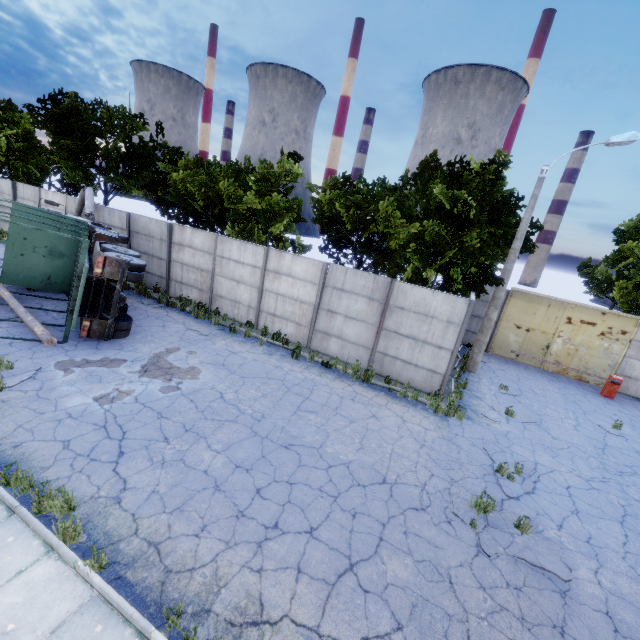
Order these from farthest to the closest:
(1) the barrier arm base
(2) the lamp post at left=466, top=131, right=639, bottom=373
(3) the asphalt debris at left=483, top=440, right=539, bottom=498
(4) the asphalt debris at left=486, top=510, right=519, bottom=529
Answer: (1) the barrier arm base → (2) the lamp post at left=466, top=131, right=639, bottom=373 → (3) the asphalt debris at left=483, top=440, right=539, bottom=498 → (4) the asphalt debris at left=486, top=510, right=519, bottom=529

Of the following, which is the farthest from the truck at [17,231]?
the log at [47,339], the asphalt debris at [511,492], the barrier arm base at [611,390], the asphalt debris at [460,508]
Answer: the barrier arm base at [611,390]

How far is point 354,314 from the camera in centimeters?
1266cm

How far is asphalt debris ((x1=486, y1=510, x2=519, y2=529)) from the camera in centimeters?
661cm

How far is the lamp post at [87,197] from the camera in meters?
16.1 m

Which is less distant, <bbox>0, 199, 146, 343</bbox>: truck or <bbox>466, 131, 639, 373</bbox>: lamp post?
<bbox>0, 199, 146, 343</bbox>: truck

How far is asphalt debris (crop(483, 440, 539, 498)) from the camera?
7.7 meters

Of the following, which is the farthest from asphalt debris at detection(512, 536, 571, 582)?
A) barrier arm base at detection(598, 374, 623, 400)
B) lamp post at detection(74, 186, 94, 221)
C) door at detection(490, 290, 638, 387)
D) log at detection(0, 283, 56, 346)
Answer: lamp post at detection(74, 186, 94, 221)
